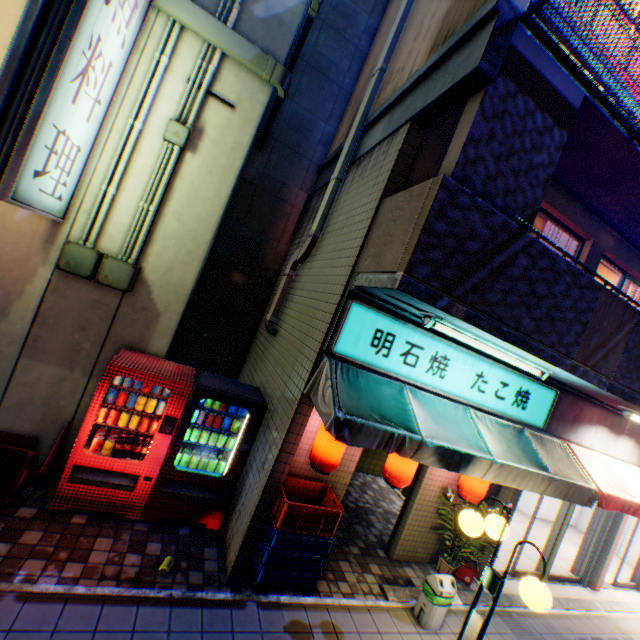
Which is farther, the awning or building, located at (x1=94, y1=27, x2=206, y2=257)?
building, located at (x1=94, y1=27, x2=206, y2=257)

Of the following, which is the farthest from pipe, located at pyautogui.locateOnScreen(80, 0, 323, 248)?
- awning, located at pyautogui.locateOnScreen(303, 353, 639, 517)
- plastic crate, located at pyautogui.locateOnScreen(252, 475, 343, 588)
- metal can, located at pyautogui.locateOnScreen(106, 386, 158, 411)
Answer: plastic crate, located at pyautogui.locateOnScreen(252, 475, 343, 588)

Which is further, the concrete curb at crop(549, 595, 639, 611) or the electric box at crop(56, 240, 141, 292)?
the concrete curb at crop(549, 595, 639, 611)

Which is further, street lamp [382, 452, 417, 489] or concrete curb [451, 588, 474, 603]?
concrete curb [451, 588, 474, 603]

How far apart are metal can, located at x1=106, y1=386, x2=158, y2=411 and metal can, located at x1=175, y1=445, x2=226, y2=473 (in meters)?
0.64

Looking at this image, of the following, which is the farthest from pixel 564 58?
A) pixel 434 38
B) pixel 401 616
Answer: pixel 401 616

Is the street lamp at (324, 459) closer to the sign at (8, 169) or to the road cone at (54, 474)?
the road cone at (54, 474)

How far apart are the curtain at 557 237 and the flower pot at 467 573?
4.85m
